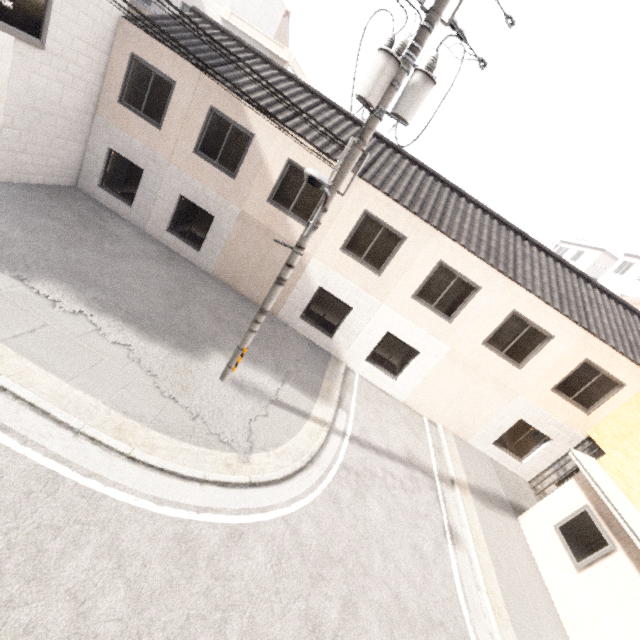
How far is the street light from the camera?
4.2 meters

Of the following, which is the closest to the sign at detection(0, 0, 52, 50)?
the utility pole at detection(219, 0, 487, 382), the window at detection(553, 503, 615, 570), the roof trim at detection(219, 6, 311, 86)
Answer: the utility pole at detection(219, 0, 487, 382)

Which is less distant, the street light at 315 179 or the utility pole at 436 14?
the street light at 315 179

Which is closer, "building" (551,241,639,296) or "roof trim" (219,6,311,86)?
"roof trim" (219,6,311,86)

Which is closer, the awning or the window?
the awning

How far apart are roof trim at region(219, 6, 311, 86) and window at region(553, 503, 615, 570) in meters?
21.7 m

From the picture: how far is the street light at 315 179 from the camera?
4.17m

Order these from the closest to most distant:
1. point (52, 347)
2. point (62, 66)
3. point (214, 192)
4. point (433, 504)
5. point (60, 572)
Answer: point (60, 572) → point (52, 347) → point (433, 504) → point (62, 66) → point (214, 192)
